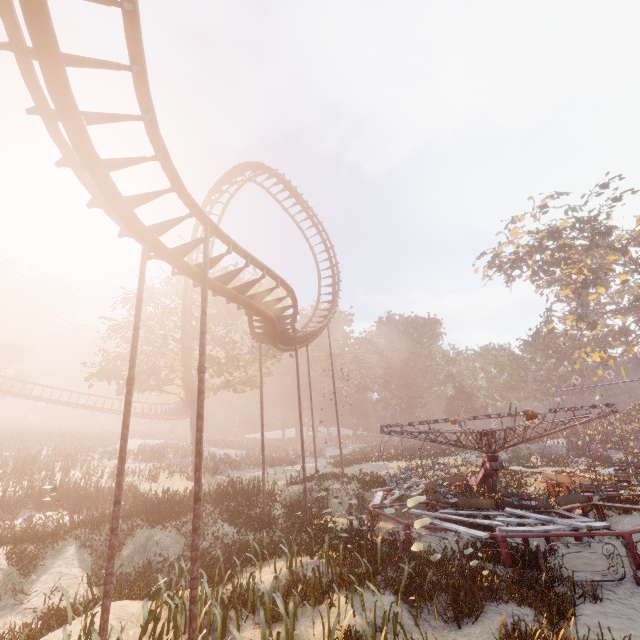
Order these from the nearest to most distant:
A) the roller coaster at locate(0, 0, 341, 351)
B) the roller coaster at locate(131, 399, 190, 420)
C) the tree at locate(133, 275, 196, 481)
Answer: the roller coaster at locate(0, 0, 341, 351) → the tree at locate(133, 275, 196, 481) → the roller coaster at locate(131, 399, 190, 420)

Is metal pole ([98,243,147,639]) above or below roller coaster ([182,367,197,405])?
below

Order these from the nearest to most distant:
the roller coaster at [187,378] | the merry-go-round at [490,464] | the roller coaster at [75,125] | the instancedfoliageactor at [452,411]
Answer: the roller coaster at [75,125], the merry-go-round at [490,464], the roller coaster at [187,378], the instancedfoliageactor at [452,411]

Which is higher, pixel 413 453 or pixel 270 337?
pixel 270 337

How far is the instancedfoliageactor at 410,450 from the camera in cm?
3176

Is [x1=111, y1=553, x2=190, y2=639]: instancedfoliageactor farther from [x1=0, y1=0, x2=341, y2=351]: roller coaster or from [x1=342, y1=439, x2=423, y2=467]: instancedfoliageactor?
[x1=342, y1=439, x2=423, y2=467]: instancedfoliageactor

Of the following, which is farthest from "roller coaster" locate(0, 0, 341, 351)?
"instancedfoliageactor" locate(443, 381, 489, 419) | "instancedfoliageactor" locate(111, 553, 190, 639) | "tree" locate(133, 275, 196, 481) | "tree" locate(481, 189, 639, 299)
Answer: "tree" locate(481, 189, 639, 299)

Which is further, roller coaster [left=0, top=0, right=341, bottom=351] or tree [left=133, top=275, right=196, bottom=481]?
tree [left=133, top=275, right=196, bottom=481]
